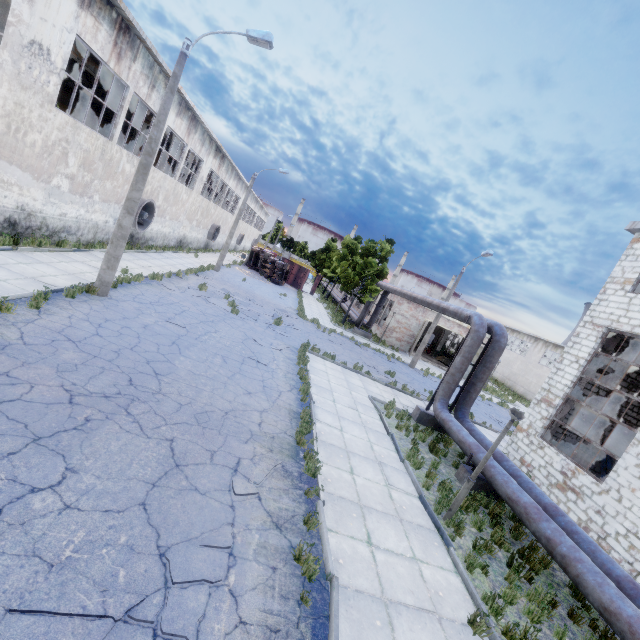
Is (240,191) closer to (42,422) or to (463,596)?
(42,422)

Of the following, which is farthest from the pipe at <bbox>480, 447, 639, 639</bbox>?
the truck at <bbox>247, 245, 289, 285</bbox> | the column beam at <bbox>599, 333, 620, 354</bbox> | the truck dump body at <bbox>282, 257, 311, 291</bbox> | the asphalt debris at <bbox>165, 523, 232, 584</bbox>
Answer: the truck at <bbox>247, 245, 289, 285</bbox>

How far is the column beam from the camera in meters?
13.1

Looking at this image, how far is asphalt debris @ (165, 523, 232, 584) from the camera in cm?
414

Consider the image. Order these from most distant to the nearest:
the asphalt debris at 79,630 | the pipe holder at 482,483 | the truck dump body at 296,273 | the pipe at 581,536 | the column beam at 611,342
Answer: the truck dump body at 296,273 < the column beam at 611,342 < the pipe holder at 482,483 < the pipe at 581,536 < the asphalt debris at 79,630

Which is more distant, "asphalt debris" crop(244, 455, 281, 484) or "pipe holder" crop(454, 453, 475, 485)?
"pipe holder" crop(454, 453, 475, 485)

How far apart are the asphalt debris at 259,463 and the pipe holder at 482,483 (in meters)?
6.49

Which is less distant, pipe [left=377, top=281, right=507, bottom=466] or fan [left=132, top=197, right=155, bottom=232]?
pipe [left=377, top=281, right=507, bottom=466]
